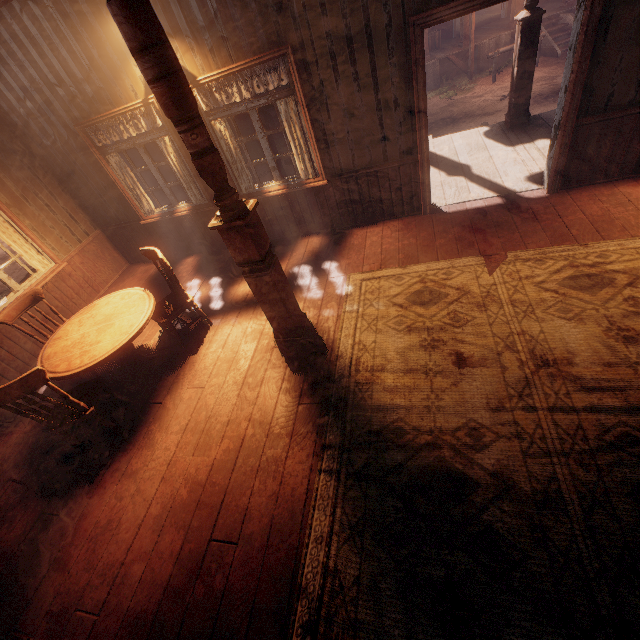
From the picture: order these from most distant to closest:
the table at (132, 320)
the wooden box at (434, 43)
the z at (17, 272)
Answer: the wooden box at (434, 43), the z at (17, 272), the table at (132, 320)

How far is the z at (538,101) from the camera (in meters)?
8.94

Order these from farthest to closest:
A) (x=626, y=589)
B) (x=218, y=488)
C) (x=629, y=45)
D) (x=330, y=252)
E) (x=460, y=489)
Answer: (x=330, y=252)
(x=629, y=45)
(x=218, y=488)
(x=460, y=489)
(x=626, y=589)

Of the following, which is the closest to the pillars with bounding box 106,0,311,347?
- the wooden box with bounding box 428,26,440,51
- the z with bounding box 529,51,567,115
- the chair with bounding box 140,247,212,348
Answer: the chair with bounding box 140,247,212,348

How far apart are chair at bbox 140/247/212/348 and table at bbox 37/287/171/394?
0.2 meters

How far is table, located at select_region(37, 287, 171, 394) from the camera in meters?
3.4

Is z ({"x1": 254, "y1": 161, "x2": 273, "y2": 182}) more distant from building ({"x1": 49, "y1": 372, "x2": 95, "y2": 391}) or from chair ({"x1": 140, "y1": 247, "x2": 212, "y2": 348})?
chair ({"x1": 140, "y1": 247, "x2": 212, "y2": 348})

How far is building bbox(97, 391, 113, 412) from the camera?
3.95m
